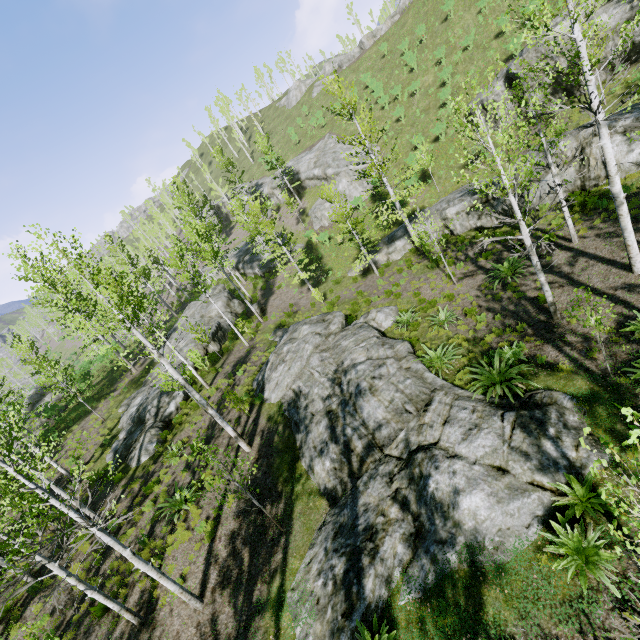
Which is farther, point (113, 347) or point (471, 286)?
point (471, 286)

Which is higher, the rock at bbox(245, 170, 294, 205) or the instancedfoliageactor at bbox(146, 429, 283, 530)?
the rock at bbox(245, 170, 294, 205)

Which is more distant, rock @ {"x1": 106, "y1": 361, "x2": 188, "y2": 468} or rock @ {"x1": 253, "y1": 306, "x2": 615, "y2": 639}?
rock @ {"x1": 106, "y1": 361, "x2": 188, "y2": 468}

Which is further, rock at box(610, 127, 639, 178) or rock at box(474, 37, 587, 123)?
rock at box(474, 37, 587, 123)

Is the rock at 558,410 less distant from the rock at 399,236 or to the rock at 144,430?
the rock at 144,430

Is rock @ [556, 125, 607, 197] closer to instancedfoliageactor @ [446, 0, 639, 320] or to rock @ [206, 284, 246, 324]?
instancedfoliageactor @ [446, 0, 639, 320]

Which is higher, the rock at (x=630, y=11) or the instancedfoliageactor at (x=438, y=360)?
the rock at (x=630, y=11)

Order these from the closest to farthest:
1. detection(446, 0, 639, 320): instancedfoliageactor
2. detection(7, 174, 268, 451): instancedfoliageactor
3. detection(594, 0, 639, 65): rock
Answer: detection(446, 0, 639, 320): instancedfoliageactor
detection(7, 174, 268, 451): instancedfoliageactor
detection(594, 0, 639, 65): rock
